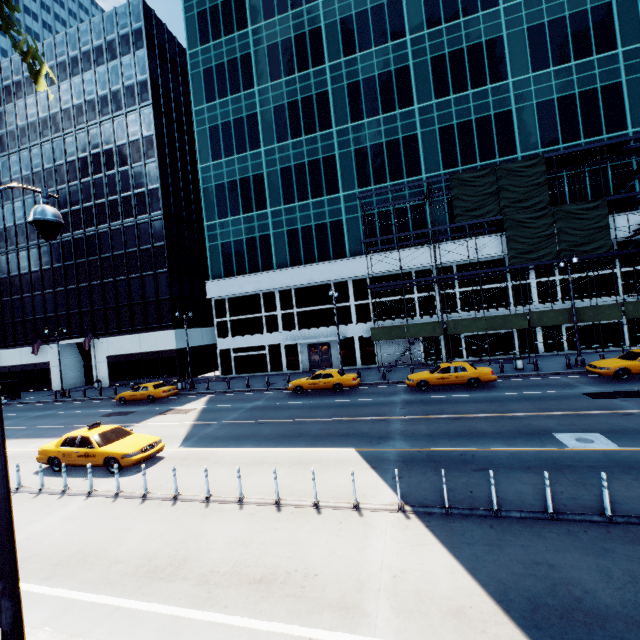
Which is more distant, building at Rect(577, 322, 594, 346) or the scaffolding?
building at Rect(577, 322, 594, 346)

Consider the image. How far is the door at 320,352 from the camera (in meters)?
33.00

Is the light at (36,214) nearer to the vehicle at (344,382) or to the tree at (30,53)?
the tree at (30,53)

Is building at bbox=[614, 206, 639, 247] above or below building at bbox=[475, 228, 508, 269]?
above

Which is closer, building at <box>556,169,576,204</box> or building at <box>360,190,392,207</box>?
building at <box>556,169,576,204</box>

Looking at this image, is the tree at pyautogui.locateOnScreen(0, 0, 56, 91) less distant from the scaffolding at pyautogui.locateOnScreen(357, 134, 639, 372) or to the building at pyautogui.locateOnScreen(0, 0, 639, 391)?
the scaffolding at pyautogui.locateOnScreen(357, 134, 639, 372)

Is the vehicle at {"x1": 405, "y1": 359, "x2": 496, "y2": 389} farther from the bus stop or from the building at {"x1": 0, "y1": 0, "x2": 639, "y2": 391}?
the bus stop

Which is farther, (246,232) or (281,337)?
(246,232)
